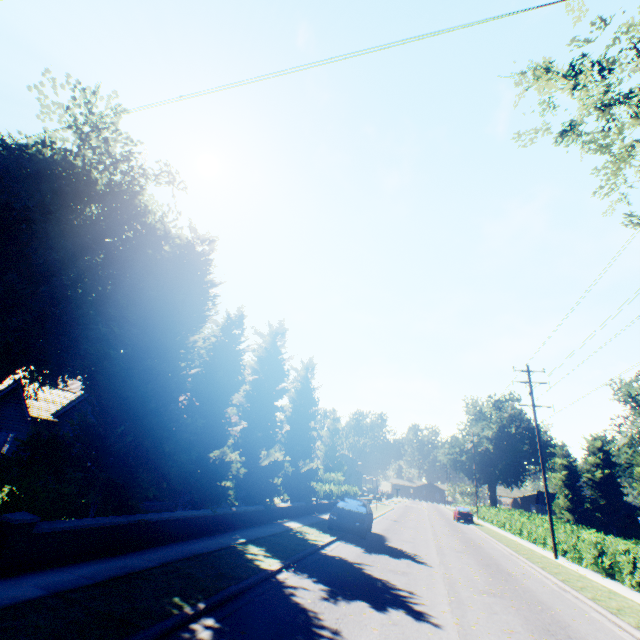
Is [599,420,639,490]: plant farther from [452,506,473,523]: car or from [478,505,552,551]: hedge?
[452,506,473,523]: car

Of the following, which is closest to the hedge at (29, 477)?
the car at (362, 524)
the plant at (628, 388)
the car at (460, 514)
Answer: the plant at (628, 388)

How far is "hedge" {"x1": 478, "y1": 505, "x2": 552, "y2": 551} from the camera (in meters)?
22.47

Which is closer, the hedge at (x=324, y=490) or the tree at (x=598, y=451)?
the hedge at (x=324, y=490)

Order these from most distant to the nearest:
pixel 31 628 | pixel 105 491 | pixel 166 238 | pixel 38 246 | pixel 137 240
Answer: pixel 166 238 < pixel 137 240 < pixel 38 246 < pixel 105 491 < pixel 31 628

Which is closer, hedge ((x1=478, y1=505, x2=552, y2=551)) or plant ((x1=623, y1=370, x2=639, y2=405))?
hedge ((x1=478, y1=505, x2=552, y2=551))

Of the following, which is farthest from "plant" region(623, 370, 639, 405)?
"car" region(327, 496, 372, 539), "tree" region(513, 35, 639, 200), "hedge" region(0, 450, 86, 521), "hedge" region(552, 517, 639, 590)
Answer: "car" region(327, 496, 372, 539)

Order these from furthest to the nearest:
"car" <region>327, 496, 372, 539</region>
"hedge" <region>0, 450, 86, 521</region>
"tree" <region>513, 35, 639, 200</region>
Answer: "car" <region>327, 496, 372, 539</region> < "tree" <region>513, 35, 639, 200</region> < "hedge" <region>0, 450, 86, 521</region>
